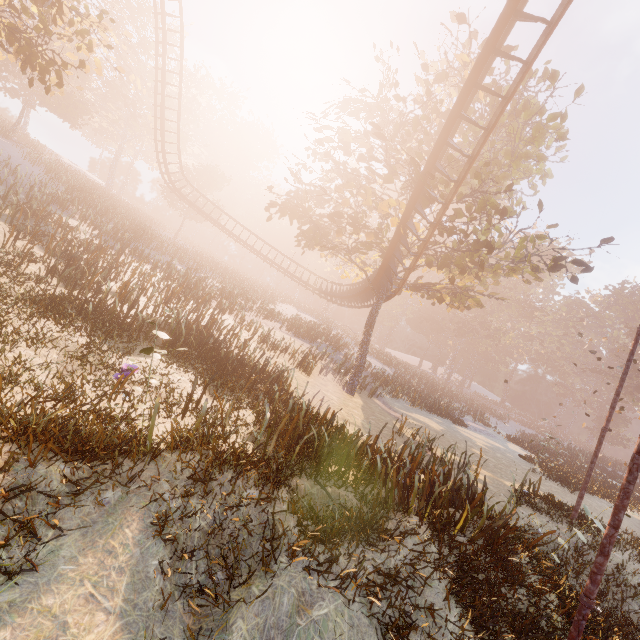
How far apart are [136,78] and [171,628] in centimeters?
5197cm

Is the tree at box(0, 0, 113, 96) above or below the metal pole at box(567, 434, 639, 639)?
above

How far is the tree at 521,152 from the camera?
13.8 meters

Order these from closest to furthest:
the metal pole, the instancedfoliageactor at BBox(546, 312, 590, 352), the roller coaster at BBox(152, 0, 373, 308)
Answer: the metal pole < the roller coaster at BBox(152, 0, 373, 308) < the instancedfoliageactor at BBox(546, 312, 590, 352)

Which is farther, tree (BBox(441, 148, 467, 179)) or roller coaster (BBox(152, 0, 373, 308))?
roller coaster (BBox(152, 0, 373, 308))

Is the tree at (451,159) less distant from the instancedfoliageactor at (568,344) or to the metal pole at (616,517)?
the metal pole at (616,517)

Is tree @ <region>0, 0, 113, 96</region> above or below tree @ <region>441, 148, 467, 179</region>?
below

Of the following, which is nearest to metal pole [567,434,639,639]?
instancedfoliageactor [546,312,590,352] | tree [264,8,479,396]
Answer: tree [264,8,479,396]
